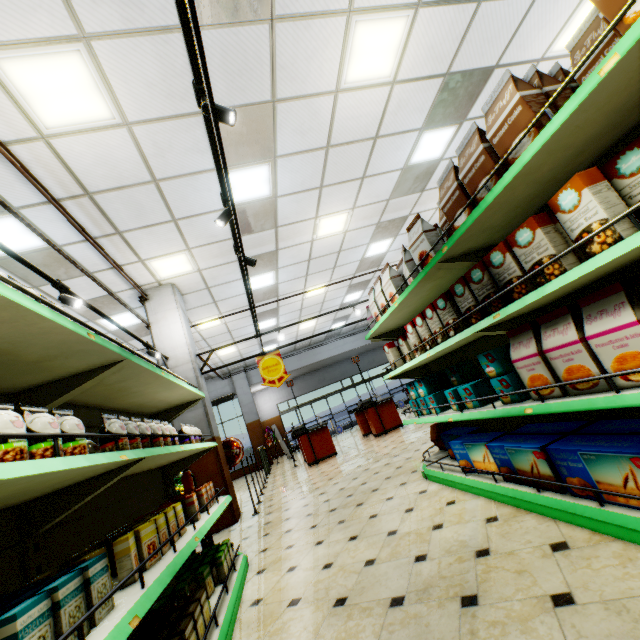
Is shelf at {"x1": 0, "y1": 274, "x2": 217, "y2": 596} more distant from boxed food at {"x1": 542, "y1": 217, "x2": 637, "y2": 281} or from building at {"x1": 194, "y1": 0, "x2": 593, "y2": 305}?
boxed food at {"x1": 542, "y1": 217, "x2": 637, "y2": 281}

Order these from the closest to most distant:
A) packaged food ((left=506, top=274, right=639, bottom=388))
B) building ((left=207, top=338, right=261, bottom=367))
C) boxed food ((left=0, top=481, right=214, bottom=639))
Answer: boxed food ((left=0, top=481, right=214, bottom=639)) < packaged food ((left=506, top=274, right=639, bottom=388)) < building ((left=207, top=338, right=261, bottom=367))

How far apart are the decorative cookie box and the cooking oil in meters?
3.1

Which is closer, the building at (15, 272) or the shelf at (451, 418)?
the shelf at (451, 418)

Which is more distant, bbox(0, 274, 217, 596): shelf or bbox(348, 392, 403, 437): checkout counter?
bbox(348, 392, 403, 437): checkout counter

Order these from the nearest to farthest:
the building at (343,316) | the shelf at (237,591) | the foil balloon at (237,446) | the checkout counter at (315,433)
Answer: the shelf at (237,591)
the foil balloon at (237,446)
the checkout counter at (315,433)
the building at (343,316)

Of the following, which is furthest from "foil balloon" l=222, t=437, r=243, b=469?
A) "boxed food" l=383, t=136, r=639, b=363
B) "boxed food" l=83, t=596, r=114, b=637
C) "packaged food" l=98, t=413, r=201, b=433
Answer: "boxed food" l=83, t=596, r=114, b=637

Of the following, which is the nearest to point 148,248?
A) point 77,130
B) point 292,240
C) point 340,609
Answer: point 77,130
